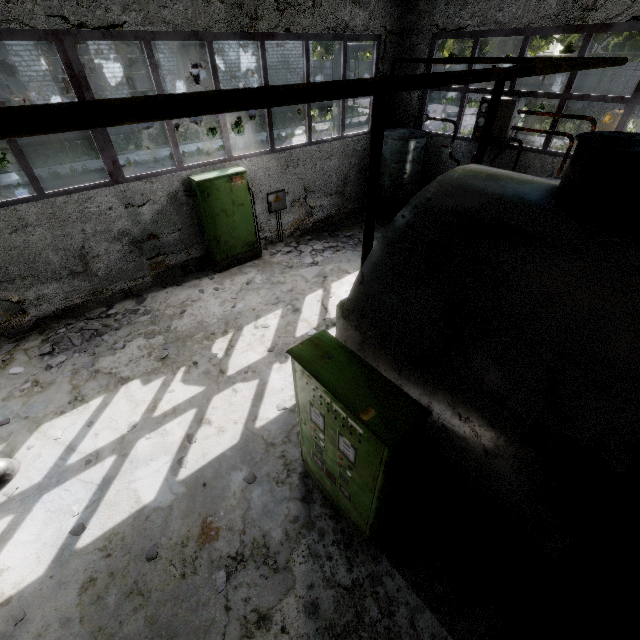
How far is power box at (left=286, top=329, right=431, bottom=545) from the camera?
2.6m

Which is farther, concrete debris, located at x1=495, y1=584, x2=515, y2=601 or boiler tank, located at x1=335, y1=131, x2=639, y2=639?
concrete debris, located at x1=495, y1=584, x2=515, y2=601

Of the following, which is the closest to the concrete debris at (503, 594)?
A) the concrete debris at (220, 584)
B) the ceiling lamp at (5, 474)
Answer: the concrete debris at (220, 584)

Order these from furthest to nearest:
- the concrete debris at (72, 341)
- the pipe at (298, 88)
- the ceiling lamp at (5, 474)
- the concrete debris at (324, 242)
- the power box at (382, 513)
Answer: the concrete debris at (324, 242) → the concrete debris at (72, 341) → the ceiling lamp at (5, 474) → the power box at (382, 513) → the pipe at (298, 88)

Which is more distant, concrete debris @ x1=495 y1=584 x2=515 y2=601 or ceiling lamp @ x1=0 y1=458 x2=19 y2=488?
ceiling lamp @ x1=0 y1=458 x2=19 y2=488

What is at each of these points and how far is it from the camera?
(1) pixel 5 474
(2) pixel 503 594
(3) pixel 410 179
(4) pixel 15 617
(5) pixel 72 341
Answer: (1) ceiling lamp, 4.6m
(2) concrete debris, 3.6m
(3) boiler group, 10.5m
(4) concrete debris, 3.5m
(5) concrete debris, 6.8m

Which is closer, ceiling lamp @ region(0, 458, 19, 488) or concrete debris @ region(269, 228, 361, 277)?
ceiling lamp @ region(0, 458, 19, 488)

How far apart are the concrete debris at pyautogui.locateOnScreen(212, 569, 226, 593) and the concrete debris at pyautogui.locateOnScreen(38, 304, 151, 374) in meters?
4.7
